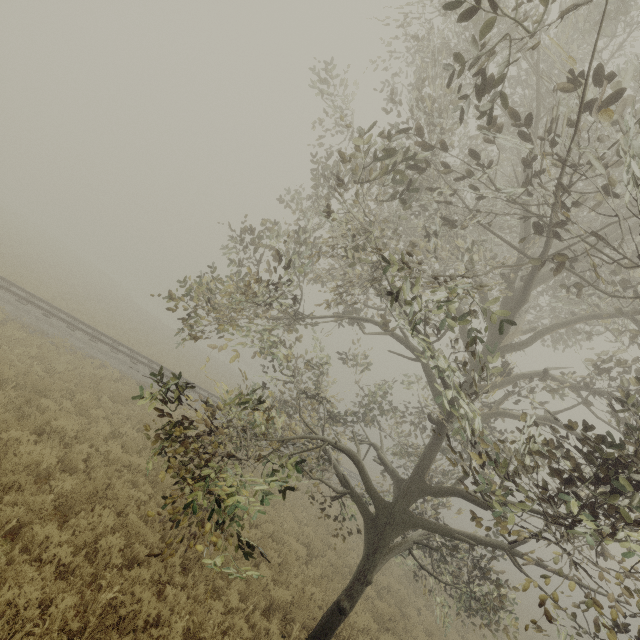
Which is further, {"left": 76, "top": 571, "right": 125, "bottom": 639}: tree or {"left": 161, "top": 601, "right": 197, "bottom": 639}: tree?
{"left": 161, "top": 601, "right": 197, "bottom": 639}: tree

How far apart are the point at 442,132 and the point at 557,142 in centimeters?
286cm

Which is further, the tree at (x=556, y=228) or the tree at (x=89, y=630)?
the tree at (x=89, y=630)

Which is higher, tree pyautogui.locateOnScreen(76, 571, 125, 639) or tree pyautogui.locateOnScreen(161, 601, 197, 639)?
tree pyautogui.locateOnScreen(161, 601, 197, 639)
